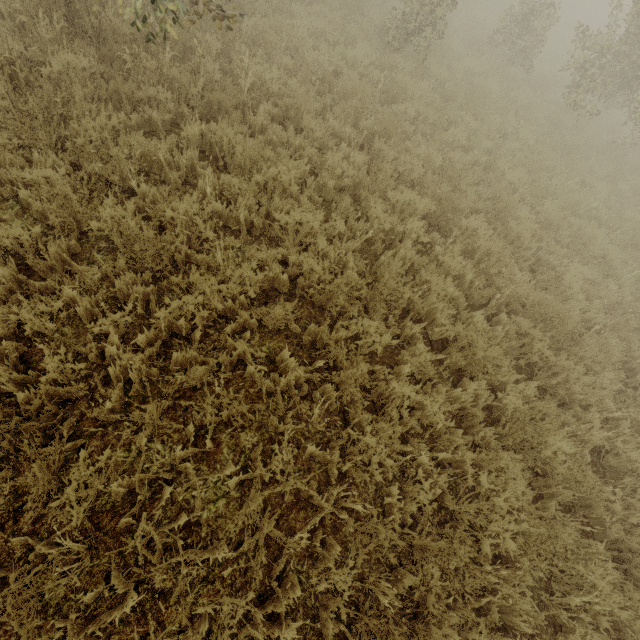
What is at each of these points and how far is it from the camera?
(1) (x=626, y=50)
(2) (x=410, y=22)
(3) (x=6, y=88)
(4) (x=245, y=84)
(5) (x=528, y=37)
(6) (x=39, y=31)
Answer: (1) tree, 8.4 meters
(2) tree, 8.3 meters
(3) tree, 3.9 meters
(4) tree, 5.5 meters
(5) tree, 11.1 meters
(6) tree, 4.5 meters

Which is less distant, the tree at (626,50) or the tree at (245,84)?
the tree at (245,84)

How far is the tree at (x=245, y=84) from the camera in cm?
531

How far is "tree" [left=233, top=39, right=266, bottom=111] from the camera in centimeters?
531cm

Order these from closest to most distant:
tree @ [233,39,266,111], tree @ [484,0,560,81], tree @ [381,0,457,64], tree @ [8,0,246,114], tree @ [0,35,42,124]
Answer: tree @ [0,35,42,124], tree @ [8,0,246,114], tree @ [233,39,266,111], tree @ [381,0,457,64], tree @ [484,0,560,81]

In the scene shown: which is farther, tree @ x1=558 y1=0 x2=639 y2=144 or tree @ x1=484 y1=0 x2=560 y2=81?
tree @ x1=484 y1=0 x2=560 y2=81

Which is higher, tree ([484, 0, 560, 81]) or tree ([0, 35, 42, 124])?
tree ([484, 0, 560, 81])
